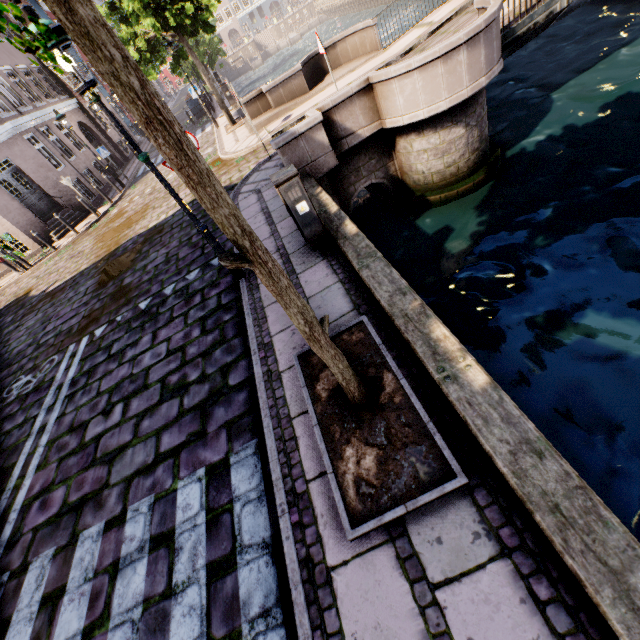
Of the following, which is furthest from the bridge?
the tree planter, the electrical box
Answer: the tree planter

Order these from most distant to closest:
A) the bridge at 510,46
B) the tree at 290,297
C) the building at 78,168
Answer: the building at 78,168 → the bridge at 510,46 → the tree at 290,297

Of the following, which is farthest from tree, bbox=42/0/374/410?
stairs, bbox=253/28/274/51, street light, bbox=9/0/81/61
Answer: stairs, bbox=253/28/274/51

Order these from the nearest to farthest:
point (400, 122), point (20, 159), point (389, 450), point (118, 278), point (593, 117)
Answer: point (389, 450), point (400, 122), point (593, 117), point (118, 278), point (20, 159)

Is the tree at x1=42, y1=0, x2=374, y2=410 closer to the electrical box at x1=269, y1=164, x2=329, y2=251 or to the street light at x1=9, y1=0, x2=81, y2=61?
the street light at x1=9, y1=0, x2=81, y2=61

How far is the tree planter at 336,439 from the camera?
2.5 meters

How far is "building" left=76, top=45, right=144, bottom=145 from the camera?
26.4 meters

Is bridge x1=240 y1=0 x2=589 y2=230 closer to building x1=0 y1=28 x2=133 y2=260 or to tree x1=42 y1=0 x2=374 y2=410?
tree x1=42 y1=0 x2=374 y2=410
